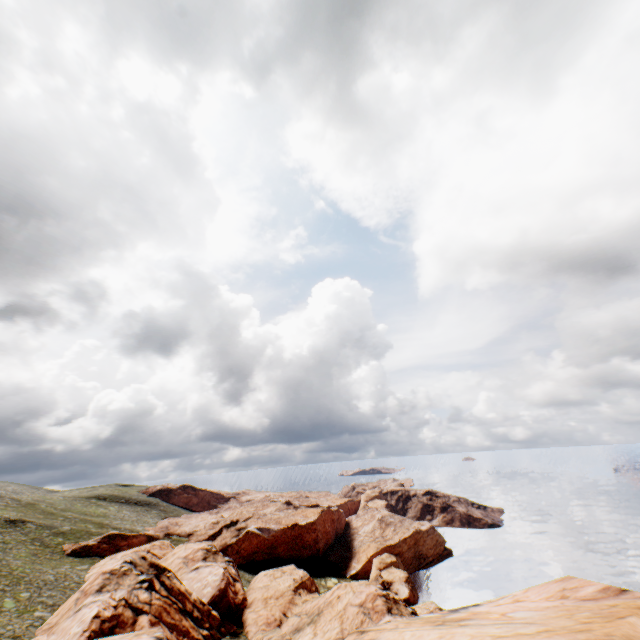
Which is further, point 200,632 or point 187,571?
point 187,571
